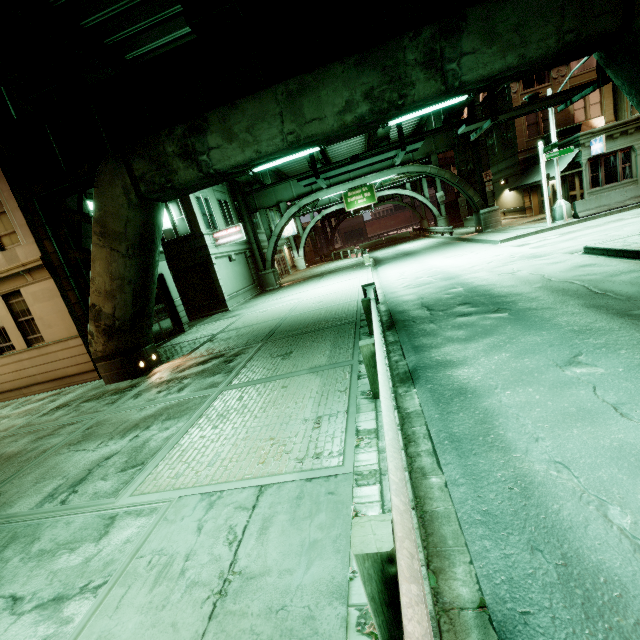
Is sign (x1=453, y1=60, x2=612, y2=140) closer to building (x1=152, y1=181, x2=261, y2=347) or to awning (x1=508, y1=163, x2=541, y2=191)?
awning (x1=508, y1=163, x2=541, y2=191)

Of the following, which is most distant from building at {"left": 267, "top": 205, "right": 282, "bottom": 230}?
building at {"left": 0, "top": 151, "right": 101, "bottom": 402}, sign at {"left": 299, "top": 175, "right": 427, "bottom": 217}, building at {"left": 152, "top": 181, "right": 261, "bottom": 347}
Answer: building at {"left": 0, "top": 151, "right": 101, "bottom": 402}

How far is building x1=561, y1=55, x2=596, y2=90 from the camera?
24.48m

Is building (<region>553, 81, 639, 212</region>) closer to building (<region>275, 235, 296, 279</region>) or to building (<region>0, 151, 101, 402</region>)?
building (<region>275, 235, 296, 279</region>)

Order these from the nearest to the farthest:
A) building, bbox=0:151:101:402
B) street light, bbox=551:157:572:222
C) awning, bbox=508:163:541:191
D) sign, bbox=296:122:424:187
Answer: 1. sign, bbox=296:122:424:187
2. building, bbox=0:151:101:402
3. street light, bbox=551:157:572:222
4. awning, bbox=508:163:541:191

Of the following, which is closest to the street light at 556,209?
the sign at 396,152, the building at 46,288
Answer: the sign at 396,152

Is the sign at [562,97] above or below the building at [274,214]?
below

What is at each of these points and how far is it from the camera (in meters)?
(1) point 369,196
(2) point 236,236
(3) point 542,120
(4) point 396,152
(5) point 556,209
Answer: (1) sign, 40.97
(2) sign, 22.02
(3) building, 25.83
(4) sign, 10.45
(5) street light, 19.36
